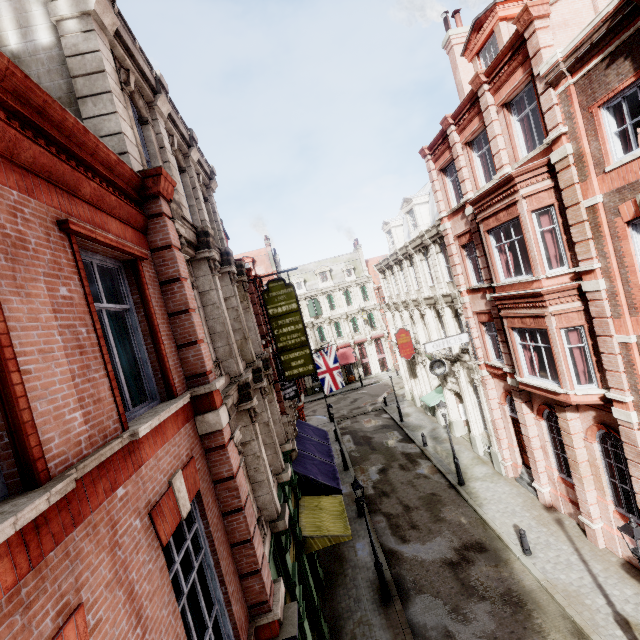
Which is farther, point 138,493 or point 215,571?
point 215,571

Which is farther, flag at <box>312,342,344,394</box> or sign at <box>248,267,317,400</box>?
flag at <box>312,342,344,394</box>

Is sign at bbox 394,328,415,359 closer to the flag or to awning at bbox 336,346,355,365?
the flag

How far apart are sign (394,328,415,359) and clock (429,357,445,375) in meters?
5.0

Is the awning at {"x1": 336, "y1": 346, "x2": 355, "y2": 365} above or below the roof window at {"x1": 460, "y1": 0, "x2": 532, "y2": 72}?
below

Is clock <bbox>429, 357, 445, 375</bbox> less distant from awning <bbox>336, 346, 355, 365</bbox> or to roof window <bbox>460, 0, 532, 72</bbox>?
roof window <bbox>460, 0, 532, 72</bbox>

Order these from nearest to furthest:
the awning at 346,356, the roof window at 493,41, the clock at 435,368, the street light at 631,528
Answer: the street light at 631,528 → the roof window at 493,41 → the clock at 435,368 → the awning at 346,356

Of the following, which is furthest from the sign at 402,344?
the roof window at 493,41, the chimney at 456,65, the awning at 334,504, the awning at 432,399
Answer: the roof window at 493,41
